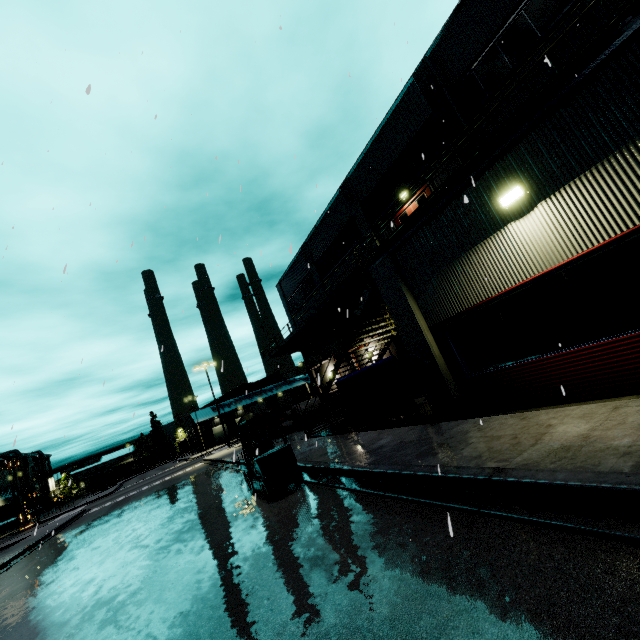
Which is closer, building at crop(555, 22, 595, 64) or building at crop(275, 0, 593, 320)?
building at crop(555, 22, 595, 64)

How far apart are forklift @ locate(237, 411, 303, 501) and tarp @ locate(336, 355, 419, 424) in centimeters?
328cm

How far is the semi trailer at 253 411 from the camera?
55.9m

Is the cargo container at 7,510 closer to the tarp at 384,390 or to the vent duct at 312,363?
the vent duct at 312,363

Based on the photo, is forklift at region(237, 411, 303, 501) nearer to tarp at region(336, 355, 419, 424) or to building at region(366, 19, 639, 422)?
tarp at region(336, 355, 419, 424)

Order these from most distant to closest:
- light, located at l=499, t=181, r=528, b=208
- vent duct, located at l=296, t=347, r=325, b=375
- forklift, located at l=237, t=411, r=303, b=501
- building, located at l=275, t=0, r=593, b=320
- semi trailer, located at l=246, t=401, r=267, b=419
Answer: semi trailer, located at l=246, t=401, r=267, b=419, vent duct, located at l=296, t=347, r=325, b=375, building, located at l=275, t=0, r=593, b=320, forklift, located at l=237, t=411, r=303, b=501, light, located at l=499, t=181, r=528, b=208

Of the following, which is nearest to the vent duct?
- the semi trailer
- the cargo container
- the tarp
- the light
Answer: the semi trailer

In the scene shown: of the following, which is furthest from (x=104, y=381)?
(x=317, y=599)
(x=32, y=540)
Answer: (x=32, y=540)
